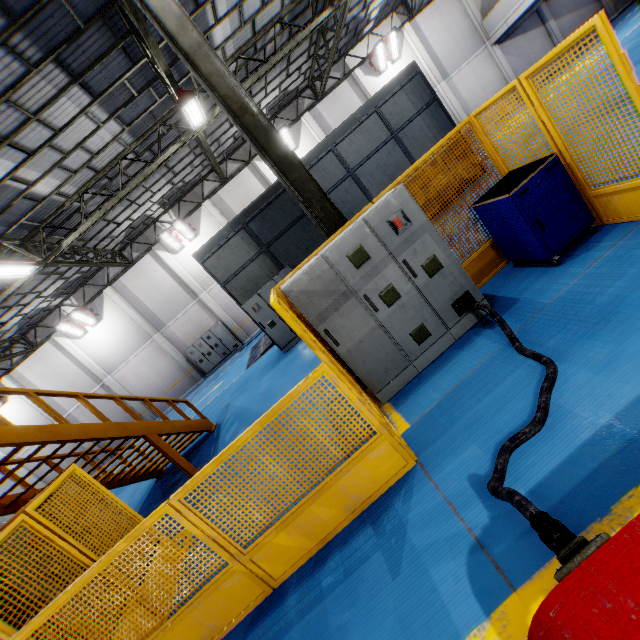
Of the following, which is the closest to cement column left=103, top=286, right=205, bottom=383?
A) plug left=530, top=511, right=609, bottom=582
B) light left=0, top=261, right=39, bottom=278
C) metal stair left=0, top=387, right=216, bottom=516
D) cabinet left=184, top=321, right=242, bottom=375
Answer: cabinet left=184, top=321, right=242, bottom=375

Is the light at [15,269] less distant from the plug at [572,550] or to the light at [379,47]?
the plug at [572,550]

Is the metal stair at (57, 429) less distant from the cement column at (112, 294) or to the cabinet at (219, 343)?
the cabinet at (219, 343)

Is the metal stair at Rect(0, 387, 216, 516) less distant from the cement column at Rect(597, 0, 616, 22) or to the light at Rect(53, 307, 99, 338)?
the light at Rect(53, 307, 99, 338)

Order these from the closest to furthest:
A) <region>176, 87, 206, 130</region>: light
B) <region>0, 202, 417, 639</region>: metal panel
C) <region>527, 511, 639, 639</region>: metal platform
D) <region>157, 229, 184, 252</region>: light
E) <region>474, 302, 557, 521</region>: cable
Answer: <region>527, 511, 639, 639</region>: metal platform
<region>474, 302, 557, 521</region>: cable
<region>0, 202, 417, 639</region>: metal panel
<region>176, 87, 206, 130</region>: light
<region>157, 229, 184, 252</region>: light

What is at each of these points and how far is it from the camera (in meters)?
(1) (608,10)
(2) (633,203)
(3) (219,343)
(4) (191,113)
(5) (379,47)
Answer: (1) cement column, 20.92
(2) metal panel, 3.87
(3) cabinet, 20.23
(4) light, 10.13
(5) light, 18.52

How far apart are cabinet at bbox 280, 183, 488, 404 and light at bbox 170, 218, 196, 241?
16.31m

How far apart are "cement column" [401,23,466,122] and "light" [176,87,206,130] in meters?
16.1
